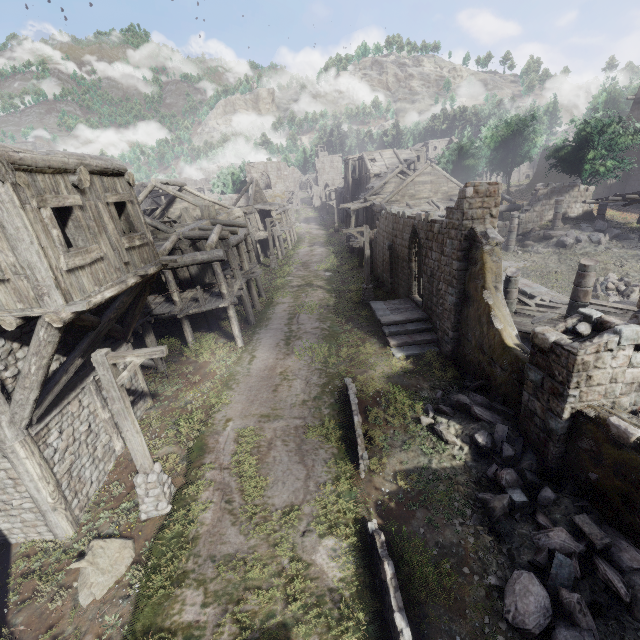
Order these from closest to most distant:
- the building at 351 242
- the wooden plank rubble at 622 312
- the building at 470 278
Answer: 1. the building at 470 278
2. the wooden plank rubble at 622 312
3. the building at 351 242

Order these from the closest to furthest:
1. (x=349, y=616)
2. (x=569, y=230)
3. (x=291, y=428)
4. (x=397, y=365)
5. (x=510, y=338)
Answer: (x=349, y=616), (x=510, y=338), (x=291, y=428), (x=397, y=365), (x=569, y=230)

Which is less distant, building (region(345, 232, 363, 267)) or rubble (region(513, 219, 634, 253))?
rubble (region(513, 219, 634, 253))

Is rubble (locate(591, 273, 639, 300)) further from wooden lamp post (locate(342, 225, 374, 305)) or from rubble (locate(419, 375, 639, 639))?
wooden lamp post (locate(342, 225, 374, 305))

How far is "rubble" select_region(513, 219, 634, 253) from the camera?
21.58m

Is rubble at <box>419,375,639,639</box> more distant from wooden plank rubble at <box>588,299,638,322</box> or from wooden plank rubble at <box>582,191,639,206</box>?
wooden plank rubble at <box>582,191,639,206</box>

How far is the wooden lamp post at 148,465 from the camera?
7.2 meters

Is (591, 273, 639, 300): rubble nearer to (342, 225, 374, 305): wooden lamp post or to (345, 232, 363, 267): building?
(345, 232, 363, 267): building
